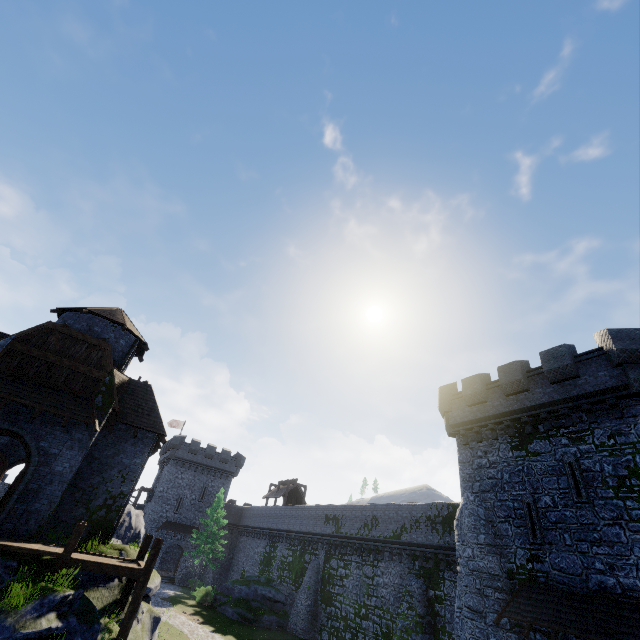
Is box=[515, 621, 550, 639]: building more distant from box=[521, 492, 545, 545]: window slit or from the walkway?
the walkway

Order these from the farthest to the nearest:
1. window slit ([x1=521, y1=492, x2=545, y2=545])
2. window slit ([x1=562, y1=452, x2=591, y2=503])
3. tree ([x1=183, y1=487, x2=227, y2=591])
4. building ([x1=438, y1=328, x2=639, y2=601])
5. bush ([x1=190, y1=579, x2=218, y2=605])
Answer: tree ([x1=183, y1=487, x2=227, y2=591])
bush ([x1=190, y1=579, x2=218, y2=605])
window slit ([x1=521, y1=492, x2=545, y2=545])
window slit ([x1=562, y1=452, x2=591, y2=503])
building ([x1=438, y1=328, x2=639, y2=601])

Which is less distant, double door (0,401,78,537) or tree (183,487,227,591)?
double door (0,401,78,537)

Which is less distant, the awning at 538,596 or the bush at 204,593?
the awning at 538,596

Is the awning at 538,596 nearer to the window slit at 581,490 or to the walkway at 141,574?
the window slit at 581,490

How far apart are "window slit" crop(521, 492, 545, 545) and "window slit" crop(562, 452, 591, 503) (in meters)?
1.56

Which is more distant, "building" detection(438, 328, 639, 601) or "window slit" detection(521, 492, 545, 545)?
"window slit" detection(521, 492, 545, 545)

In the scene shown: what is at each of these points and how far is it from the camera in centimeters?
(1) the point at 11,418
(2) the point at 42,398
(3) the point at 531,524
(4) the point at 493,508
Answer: (1) double door, 1452cm
(2) awning, 1501cm
(3) window slit, 1541cm
(4) building, 1725cm
